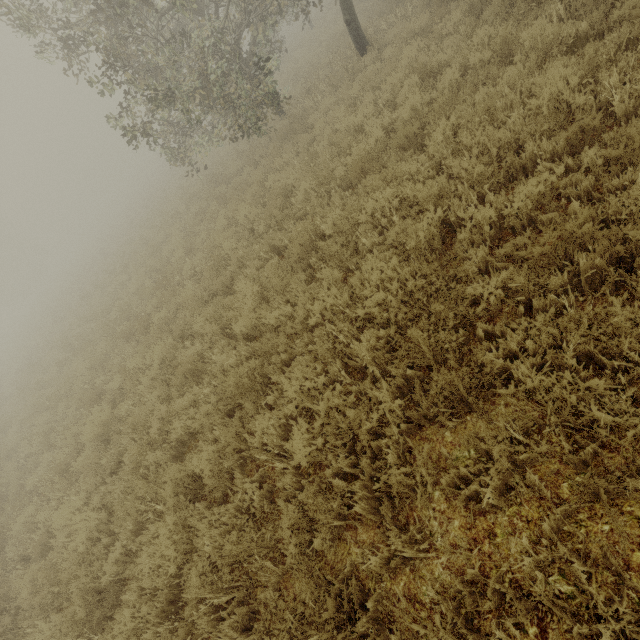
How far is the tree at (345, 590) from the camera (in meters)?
2.62

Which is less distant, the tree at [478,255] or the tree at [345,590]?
the tree at [345,590]

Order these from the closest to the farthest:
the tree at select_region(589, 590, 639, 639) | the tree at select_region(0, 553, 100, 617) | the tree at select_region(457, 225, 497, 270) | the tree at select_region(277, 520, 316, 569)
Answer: the tree at select_region(589, 590, 639, 639)
the tree at select_region(277, 520, 316, 569)
the tree at select_region(457, 225, 497, 270)
the tree at select_region(0, 553, 100, 617)

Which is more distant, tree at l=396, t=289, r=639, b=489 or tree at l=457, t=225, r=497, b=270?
tree at l=457, t=225, r=497, b=270

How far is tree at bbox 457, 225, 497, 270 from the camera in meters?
3.6 m

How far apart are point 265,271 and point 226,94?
8.22m
